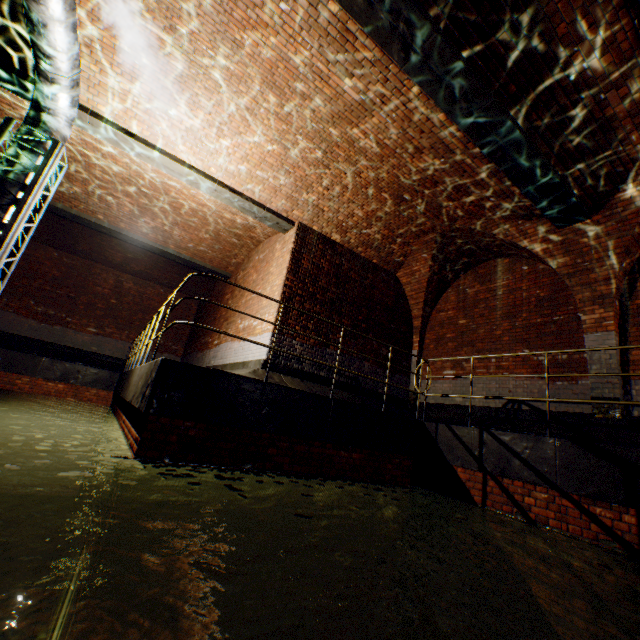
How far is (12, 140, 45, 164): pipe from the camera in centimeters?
532cm

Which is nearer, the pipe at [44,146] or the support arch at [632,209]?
the pipe at [44,146]

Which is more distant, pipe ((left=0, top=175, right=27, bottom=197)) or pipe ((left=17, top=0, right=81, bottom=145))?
pipe ((left=0, top=175, right=27, bottom=197))

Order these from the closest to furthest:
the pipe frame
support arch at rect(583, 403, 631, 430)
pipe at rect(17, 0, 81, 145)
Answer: pipe at rect(17, 0, 81, 145) → the pipe frame → support arch at rect(583, 403, 631, 430)

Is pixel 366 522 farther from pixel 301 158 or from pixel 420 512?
pixel 301 158

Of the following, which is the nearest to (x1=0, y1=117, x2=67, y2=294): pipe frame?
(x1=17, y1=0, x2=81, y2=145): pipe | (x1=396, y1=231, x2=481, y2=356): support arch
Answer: (x1=17, y1=0, x2=81, y2=145): pipe

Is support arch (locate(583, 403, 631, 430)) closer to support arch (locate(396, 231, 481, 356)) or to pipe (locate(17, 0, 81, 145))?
support arch (locate(396, 231, 481, 356))

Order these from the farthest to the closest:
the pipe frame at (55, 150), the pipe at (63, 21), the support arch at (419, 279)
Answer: the support arch at (419, 279)
the pipe frame at (55, 150)
the pipe at (63, 21)
